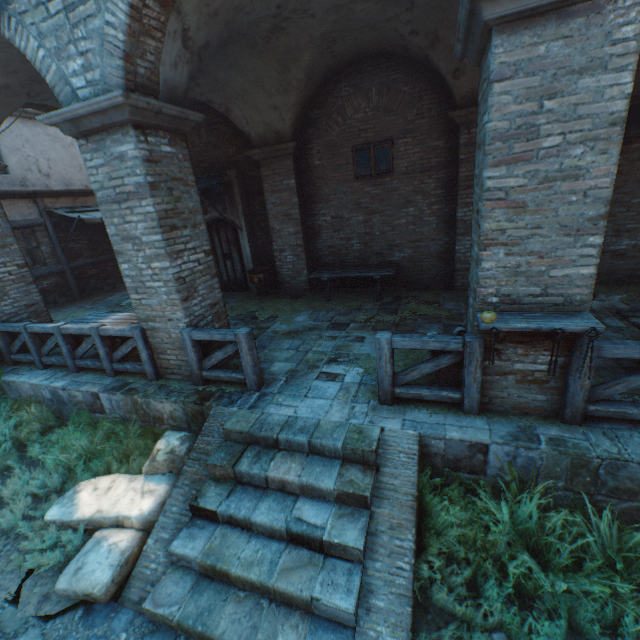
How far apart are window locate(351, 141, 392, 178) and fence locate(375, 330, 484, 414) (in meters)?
5.63

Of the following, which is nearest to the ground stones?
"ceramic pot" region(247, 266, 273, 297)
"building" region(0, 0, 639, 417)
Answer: "building" region(0, 0, 639, 417)

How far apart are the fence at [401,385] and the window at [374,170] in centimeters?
563cm

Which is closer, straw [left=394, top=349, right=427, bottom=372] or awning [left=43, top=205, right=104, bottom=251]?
straw [left=394, top=349, right=427, bottom=372]

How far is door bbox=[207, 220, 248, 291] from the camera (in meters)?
10.14

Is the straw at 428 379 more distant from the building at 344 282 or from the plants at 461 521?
the plants at 461 521

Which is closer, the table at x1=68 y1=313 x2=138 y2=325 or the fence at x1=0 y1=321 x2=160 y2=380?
the fence at x1=0 y1=321 x2=160 y2=380

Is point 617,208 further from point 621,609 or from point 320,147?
point 621,609
